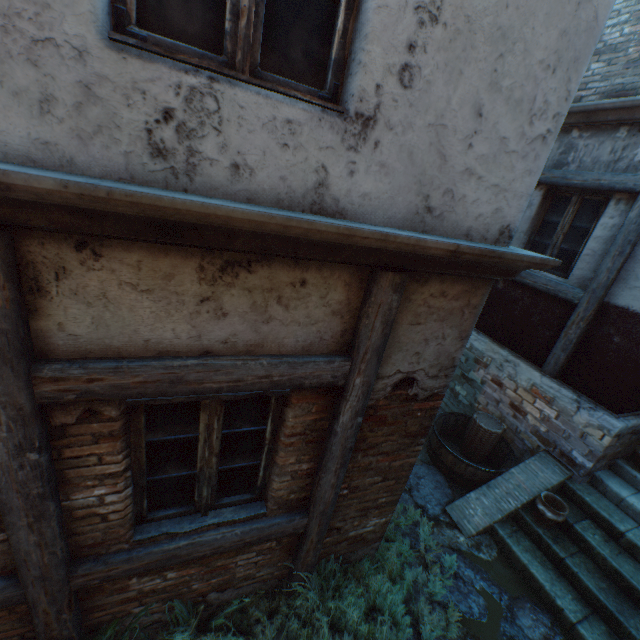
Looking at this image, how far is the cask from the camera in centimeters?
517cm

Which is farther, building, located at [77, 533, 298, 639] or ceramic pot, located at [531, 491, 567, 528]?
ceramic pot, located at [531, 491, 567, 528]

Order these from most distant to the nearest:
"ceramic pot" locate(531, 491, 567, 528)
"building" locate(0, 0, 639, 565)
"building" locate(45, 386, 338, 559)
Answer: "ceramic pot" locate(531, 491, 567, 528)
"building" locate(45, 386, 338, 559)
"building" locate(0, 0, 639, 565)

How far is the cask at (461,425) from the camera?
5.2 meters

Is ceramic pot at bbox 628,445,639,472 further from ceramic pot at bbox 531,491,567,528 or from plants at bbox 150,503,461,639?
plants at bbox 150,503,461,639

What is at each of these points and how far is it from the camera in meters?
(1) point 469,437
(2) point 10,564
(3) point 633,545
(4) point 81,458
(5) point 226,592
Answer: (1) wicker basket, 5.8
(2) building, 2.1
(3) stairs, 4.1
(4) building, 1.9
(5) building, 3.1

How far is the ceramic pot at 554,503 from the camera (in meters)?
4.34

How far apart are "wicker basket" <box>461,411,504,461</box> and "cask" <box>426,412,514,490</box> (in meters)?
0.10
